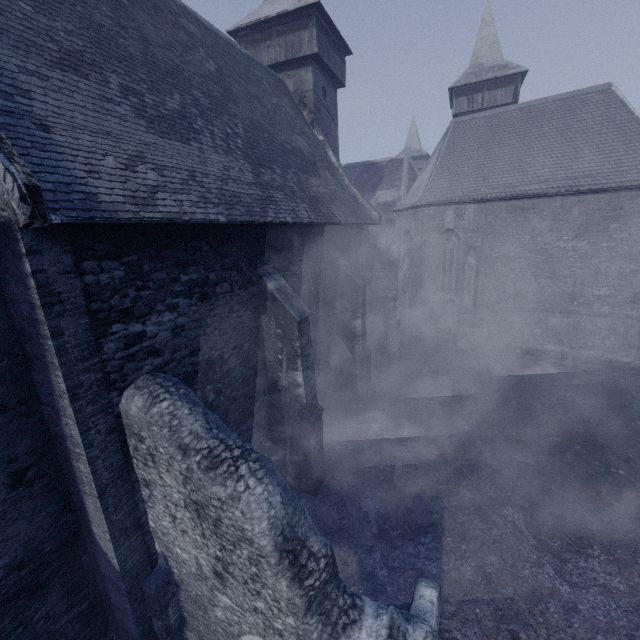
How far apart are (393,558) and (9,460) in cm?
686
